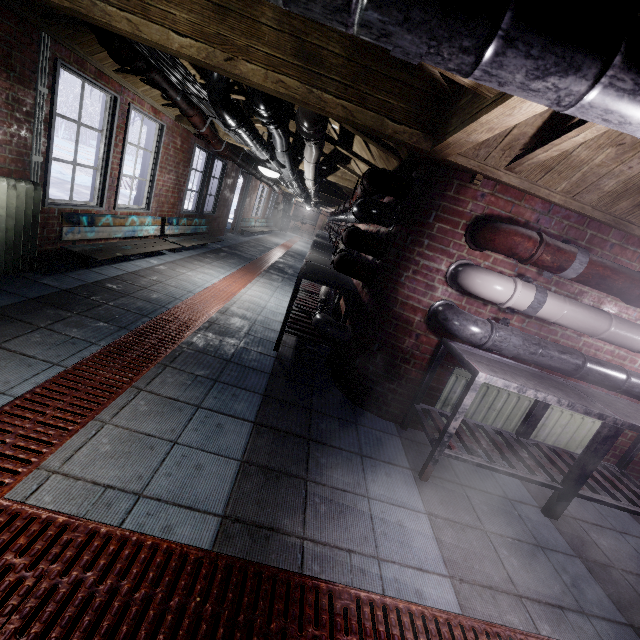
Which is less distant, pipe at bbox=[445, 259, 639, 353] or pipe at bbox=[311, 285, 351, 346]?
pipe at bbox=[445, 259, 639, 353]

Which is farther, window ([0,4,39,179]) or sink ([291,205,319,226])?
sink ([291,205,319,226])

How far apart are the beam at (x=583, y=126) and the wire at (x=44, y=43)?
3.7 meters

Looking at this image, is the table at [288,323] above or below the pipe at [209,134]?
below

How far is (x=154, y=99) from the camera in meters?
4.2

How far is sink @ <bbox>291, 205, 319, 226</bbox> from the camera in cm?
2023

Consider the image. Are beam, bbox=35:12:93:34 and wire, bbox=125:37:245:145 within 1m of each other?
yes

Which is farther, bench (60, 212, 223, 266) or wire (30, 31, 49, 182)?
bench (60, 212, 223, 266)
